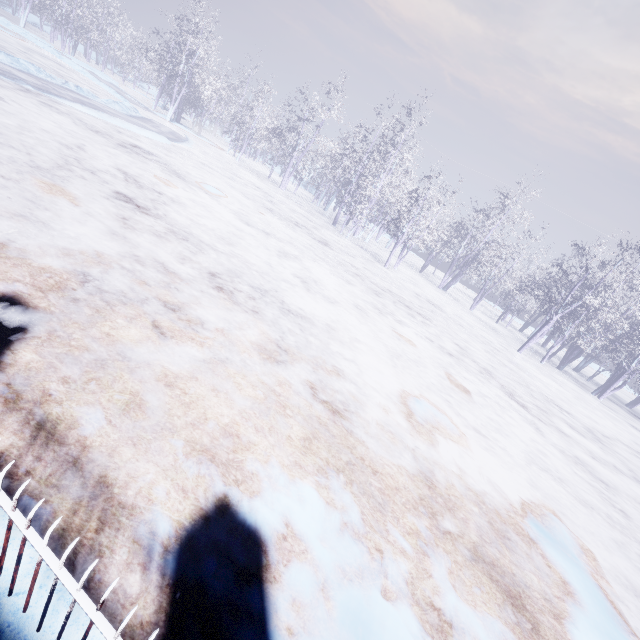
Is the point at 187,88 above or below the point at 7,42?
above
